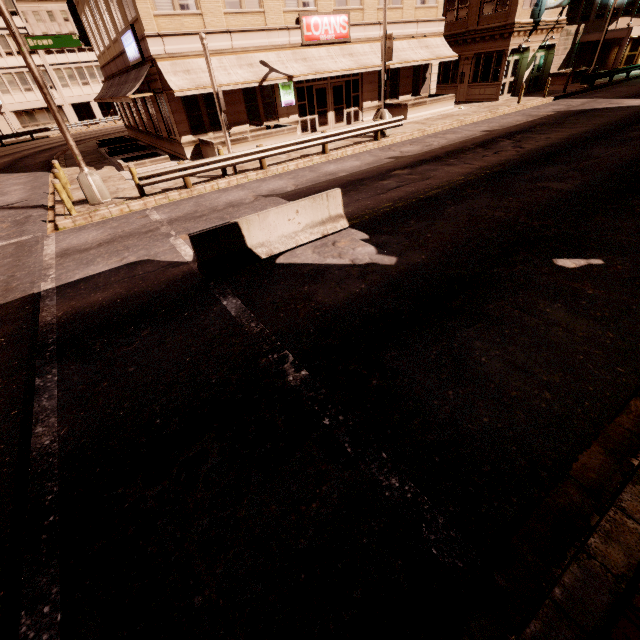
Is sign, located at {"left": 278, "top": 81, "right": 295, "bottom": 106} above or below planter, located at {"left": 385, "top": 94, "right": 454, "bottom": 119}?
above

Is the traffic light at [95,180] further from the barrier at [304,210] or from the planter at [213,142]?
the barrier at [304,210]

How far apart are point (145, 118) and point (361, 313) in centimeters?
2650cm

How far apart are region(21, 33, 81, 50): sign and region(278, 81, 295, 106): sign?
11.24m

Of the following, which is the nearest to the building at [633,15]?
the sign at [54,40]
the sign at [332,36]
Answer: the sign at [332,36]

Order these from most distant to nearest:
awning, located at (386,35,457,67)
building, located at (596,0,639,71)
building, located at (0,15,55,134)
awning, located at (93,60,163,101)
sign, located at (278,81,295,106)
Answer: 1. building, located at (0,15,55,134)
2. building, located at (596,0,639,71)
3. awning, located at (386,35,457,67)
4. sign, located at (278,81,295,106)
5. awning, located at (93,60,163,101)

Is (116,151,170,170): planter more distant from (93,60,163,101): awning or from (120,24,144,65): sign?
(120,24,144,65): sign

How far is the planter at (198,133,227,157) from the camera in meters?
16.5
